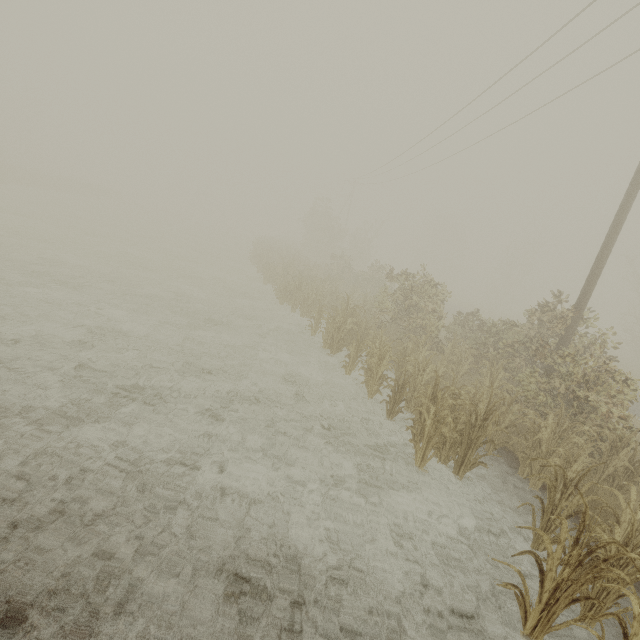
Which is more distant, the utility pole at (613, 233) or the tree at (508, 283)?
the tree at (508, 283)

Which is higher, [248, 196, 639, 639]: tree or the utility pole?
the utility pole

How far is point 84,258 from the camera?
14.7m

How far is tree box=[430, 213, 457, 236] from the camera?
58.09m

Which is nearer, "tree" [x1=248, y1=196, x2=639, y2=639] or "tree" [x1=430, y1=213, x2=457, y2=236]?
"tree" [x1=248, y1=196, x2=639, y2=639]

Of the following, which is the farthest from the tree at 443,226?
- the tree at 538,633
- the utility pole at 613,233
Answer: the tree at 538,633

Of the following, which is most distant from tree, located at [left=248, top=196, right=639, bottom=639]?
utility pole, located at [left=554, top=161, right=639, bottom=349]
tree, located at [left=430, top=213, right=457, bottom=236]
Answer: tree, located at [left=430, top=213, right=457, bottom=236]

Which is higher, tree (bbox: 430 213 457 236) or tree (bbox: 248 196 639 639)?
tree (bbox: 430 213 457 236)
